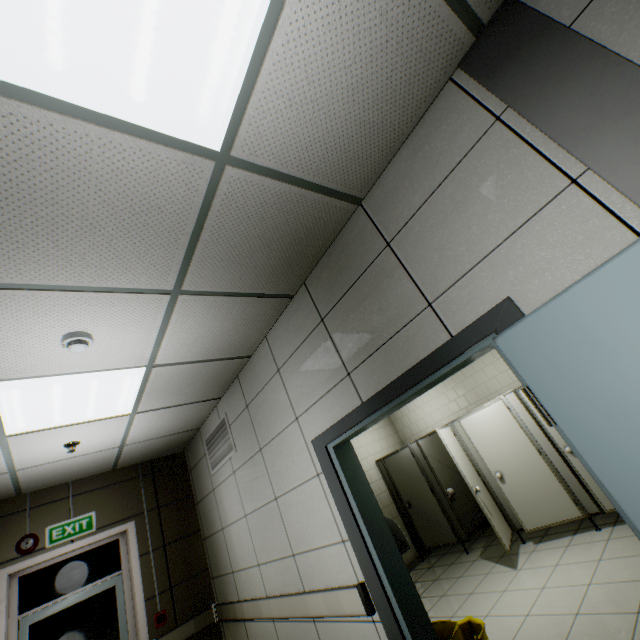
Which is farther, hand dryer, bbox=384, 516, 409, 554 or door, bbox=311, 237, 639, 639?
hand dryer, bbox=384, 516, 409, 554

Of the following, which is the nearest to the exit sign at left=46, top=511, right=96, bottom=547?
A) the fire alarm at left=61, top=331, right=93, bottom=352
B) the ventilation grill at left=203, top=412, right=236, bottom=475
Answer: the ventilation grill at left=203, top=412, right=236, bottom=475

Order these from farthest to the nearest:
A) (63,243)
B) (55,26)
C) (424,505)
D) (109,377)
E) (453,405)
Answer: (453,405), (424,505), (109,377), (63,243), (55,26)

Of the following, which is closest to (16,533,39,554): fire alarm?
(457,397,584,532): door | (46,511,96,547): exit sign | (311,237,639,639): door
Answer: (46,511,96,547): exit sign

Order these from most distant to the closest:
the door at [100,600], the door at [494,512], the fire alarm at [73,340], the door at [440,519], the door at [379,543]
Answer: the door at [440,519] < the door at [494,512] < the door at [100,600] < the fire alarm at [73,340] < the door at [379,543]

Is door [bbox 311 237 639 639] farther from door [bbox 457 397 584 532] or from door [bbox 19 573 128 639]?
door [bbox 19 573 128 639]

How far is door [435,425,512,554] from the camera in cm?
452

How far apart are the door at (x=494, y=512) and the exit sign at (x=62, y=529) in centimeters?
498cm
